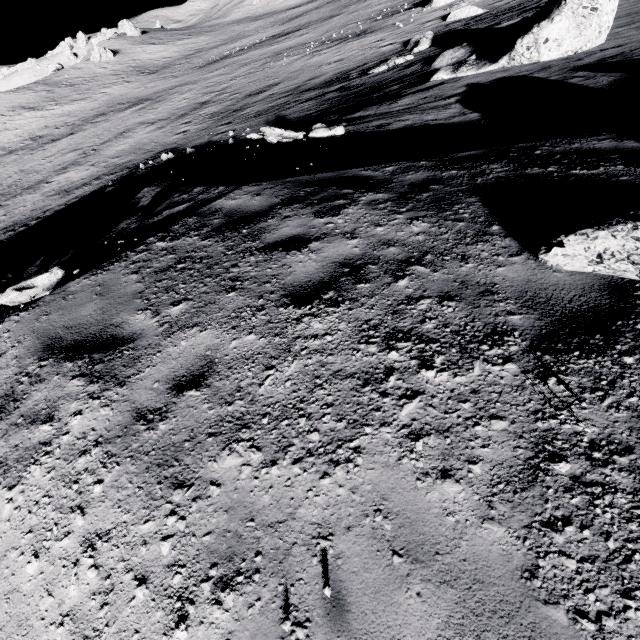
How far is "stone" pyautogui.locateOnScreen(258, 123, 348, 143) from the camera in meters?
9.6 m

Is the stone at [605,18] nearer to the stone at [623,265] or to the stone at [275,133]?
the stone at [275,133]

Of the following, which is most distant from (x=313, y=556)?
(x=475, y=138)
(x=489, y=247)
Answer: (x=475, y=138)

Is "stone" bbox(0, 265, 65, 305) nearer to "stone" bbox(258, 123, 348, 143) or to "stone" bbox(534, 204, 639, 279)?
"stone" bbox(534, 204, 639, 279)

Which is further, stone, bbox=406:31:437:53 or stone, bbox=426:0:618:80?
stone, bbox=406:31:437:53

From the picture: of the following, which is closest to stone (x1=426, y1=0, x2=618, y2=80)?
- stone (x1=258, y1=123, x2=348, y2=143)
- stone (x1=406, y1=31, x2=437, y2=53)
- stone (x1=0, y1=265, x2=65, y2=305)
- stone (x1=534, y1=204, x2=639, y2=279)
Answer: stone (x1=406, y1=31, x2=437, y2=53)

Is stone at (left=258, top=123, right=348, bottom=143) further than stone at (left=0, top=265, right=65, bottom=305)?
Yes

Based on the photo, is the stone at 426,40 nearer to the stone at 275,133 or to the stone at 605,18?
the stone at 605,18
